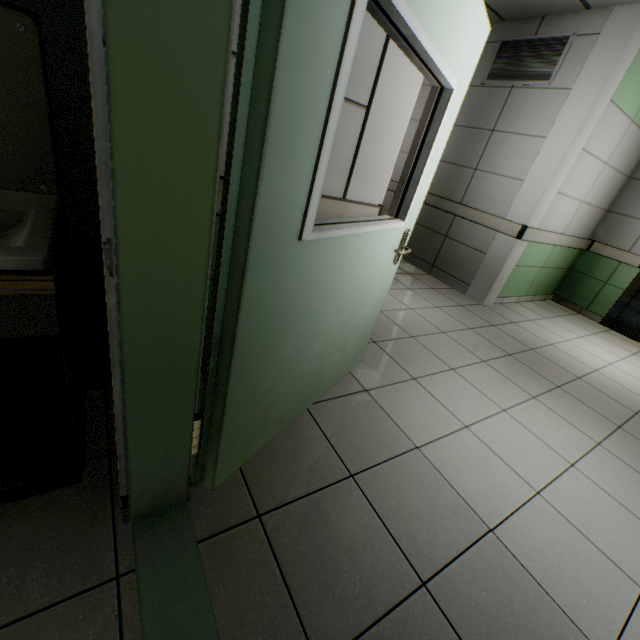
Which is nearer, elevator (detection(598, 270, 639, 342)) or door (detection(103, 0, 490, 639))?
door (detection(103, 0, 490, 639))

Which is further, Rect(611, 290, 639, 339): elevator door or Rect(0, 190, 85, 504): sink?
Rect(611, 290, 639, 339): elevator door

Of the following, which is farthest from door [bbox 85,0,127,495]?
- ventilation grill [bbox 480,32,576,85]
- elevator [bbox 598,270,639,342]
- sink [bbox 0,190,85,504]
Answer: elevator [bbox 598,270,639,342]

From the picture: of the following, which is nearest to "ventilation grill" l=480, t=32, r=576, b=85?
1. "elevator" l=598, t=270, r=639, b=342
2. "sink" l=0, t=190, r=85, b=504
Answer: "elevator" l=598, t=270, r=639, b=342

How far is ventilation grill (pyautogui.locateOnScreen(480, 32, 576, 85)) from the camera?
3.6 meters

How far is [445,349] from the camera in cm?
308

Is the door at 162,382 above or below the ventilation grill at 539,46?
below

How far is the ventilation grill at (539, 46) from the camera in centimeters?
364cm
